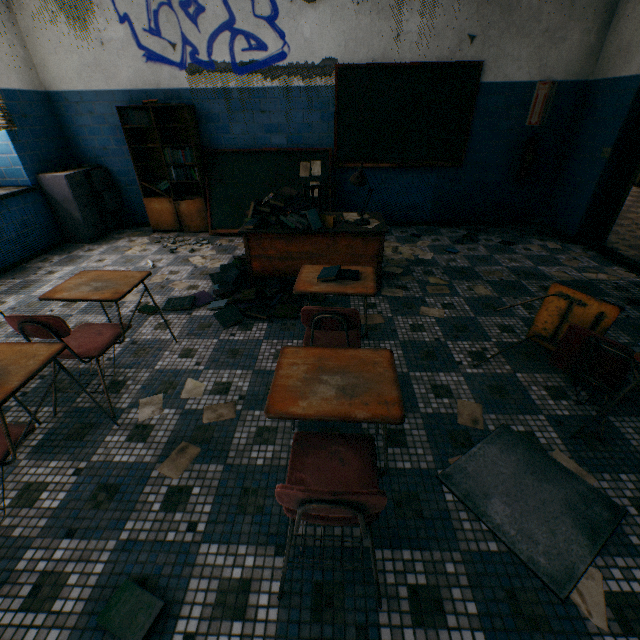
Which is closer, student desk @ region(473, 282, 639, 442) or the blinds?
student desk @ region(473, 282, 639, 442)

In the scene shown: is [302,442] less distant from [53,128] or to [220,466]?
[220,466]

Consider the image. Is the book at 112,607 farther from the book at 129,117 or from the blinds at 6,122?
the book at 129,117

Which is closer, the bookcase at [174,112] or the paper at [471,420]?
the paper at [471,420]

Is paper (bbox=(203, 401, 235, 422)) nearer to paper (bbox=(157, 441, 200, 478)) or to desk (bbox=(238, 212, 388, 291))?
paper (bbox=(157, 441, 200, 478))

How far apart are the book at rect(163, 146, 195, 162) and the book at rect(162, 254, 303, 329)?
1.97m

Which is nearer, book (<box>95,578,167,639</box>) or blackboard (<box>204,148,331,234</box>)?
book (<box>95,578,167,639</box>)

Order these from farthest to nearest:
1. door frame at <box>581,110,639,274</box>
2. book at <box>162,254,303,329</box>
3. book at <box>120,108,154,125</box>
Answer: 1. book at <box>120,108,154,125</box>
2. door frame at <box>581,110,639,274</box>
3. book at <box>162,254,303,329</box>
